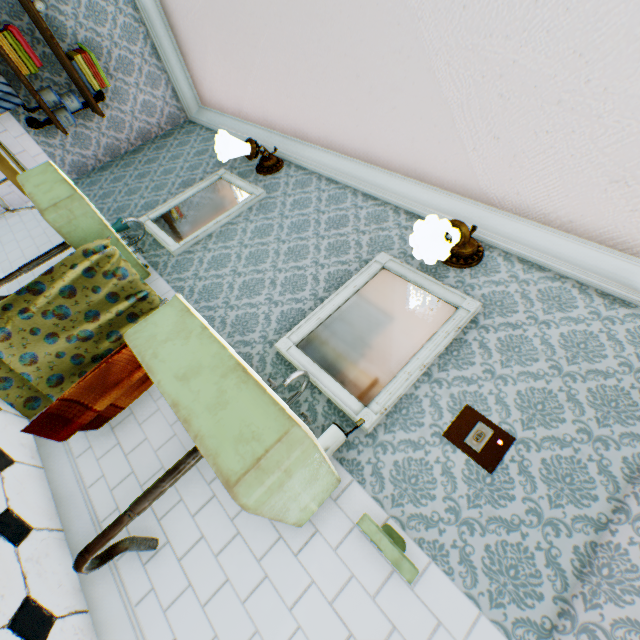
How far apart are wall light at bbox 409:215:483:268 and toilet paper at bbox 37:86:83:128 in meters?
3.9 m

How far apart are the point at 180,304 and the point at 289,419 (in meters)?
0.70

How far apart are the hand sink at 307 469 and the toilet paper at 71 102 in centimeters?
349cm

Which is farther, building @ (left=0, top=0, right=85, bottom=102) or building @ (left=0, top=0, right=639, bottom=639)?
building @ (left=0, top=0, right=85, bottom=102)

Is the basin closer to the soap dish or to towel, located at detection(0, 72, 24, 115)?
towel, located at detection(0, 72, 24, 115)

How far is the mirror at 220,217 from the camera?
2.87m

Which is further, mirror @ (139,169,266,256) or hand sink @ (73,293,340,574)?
mirror @ (139,169,266,256)

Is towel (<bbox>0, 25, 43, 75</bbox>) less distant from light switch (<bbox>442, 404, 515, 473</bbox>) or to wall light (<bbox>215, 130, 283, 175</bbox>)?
wall light (<bbox>215, 130, 283, 175</bbox>)
